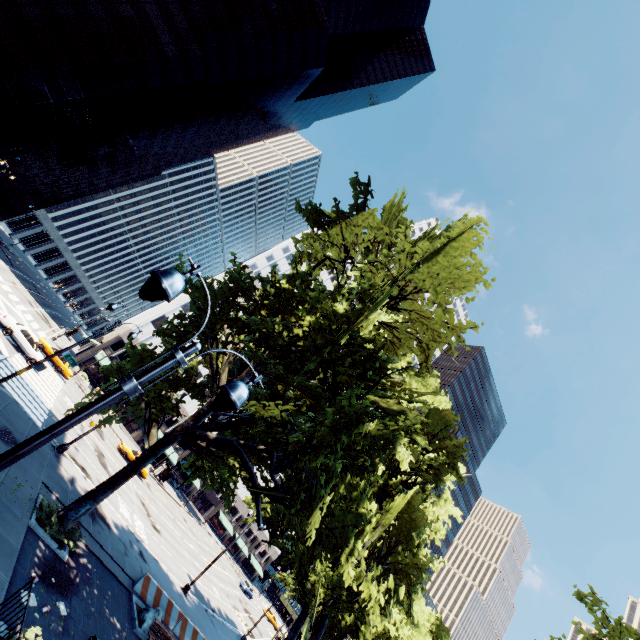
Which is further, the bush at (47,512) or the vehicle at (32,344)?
the vehicle at (32,344)

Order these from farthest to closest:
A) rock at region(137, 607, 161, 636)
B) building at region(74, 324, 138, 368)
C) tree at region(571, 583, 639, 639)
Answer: building at region(74, 324, 138, 368) → rock at region(137, 607, 161, 636) → tree at region(571, 583, 639, 639)

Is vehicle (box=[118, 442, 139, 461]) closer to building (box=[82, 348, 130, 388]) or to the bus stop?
the bus stop

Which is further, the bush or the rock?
the rock

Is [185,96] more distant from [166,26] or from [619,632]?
[619,632]

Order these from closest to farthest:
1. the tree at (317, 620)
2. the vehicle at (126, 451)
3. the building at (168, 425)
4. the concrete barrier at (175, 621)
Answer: the tree at (317, 620) < the concrete barrier at (175, 621) < the vehicle at (126, 451) < the building at (168, 425)

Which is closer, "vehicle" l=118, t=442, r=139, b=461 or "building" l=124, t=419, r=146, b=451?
"vehicle" l=118, t=442, r=139, b=461

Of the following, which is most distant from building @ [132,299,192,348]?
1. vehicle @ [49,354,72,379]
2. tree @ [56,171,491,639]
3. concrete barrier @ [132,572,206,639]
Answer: concrete barrier @ [132,572,206,639]
